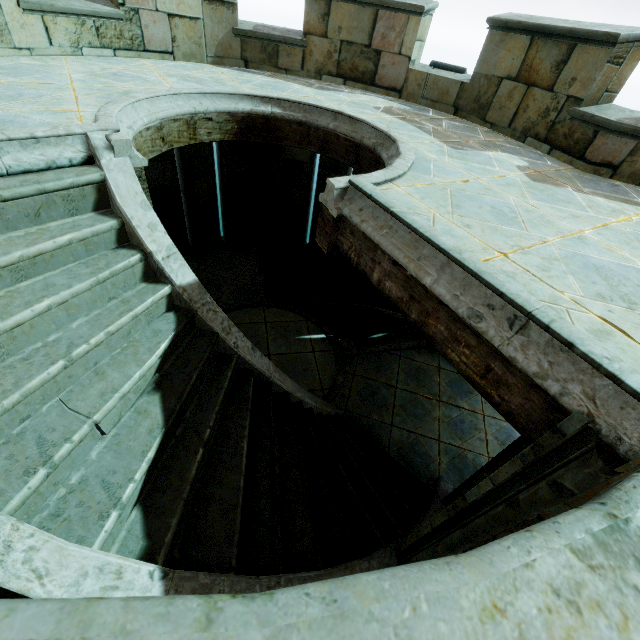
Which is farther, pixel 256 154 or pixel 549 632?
pixel 256 154
